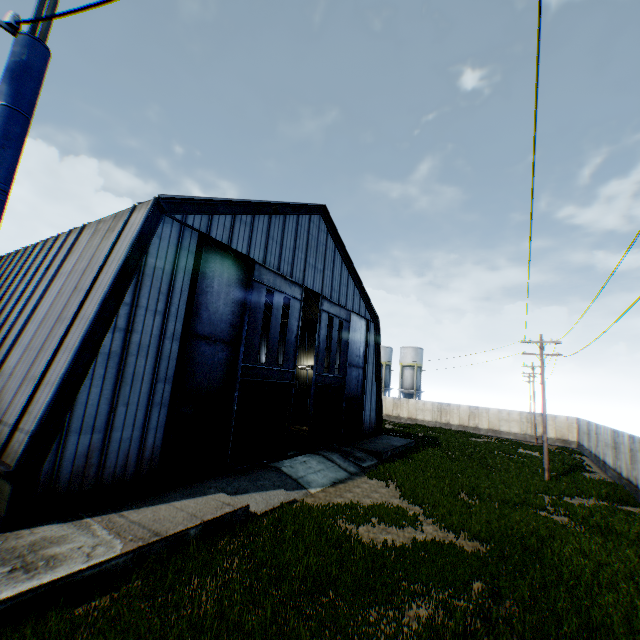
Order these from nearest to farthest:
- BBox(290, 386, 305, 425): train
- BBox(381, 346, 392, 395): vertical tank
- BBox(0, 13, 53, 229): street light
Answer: BBox(0, 13, 53, 229): street light, BBox(290, 386, 305, 425): train, BBox(381, 346, 392, 395): vertical tank

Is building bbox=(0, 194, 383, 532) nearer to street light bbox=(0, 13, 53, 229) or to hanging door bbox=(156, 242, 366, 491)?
hanging door bbox=(156, 242, 366, 491)

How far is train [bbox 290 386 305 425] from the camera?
32.2m

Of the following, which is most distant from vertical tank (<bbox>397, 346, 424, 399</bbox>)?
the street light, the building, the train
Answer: the street light

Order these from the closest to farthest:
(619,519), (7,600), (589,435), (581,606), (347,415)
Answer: (7,600) < (581,606) < (619,519) < (347,415) < (589,435)

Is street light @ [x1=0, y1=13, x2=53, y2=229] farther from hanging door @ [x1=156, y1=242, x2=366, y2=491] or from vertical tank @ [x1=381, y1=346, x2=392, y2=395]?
vertical tank @ [x1=381, y1=346, x2=392, y2=395]

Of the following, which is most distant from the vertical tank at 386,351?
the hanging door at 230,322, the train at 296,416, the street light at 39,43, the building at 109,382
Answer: the street light at 39,43

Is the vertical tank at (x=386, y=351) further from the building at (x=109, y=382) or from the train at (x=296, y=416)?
the train at (x=296, y=416)
